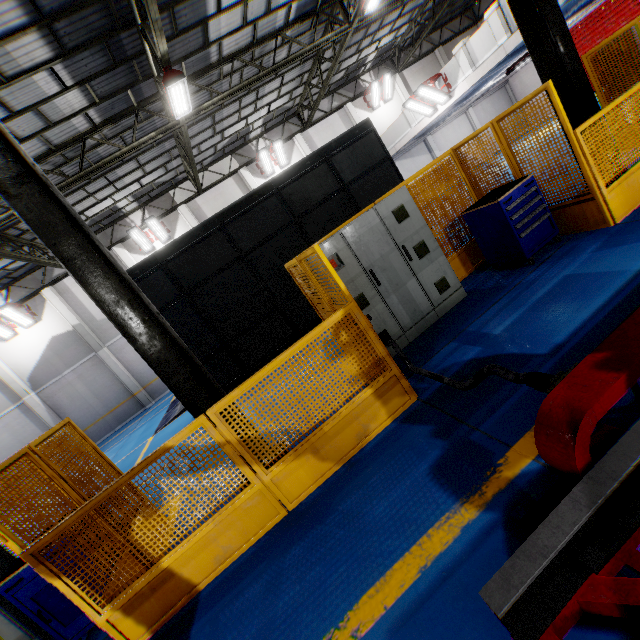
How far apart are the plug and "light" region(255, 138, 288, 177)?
18.8 meters

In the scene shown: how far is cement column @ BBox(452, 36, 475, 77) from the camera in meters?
12.8 m

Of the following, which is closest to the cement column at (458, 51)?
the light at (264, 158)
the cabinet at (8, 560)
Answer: the light at (264, 158)

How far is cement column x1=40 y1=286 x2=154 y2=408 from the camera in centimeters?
1644cm

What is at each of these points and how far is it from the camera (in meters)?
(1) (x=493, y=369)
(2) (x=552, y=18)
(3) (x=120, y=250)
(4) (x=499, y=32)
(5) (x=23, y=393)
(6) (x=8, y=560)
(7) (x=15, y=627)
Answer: (1) cable, 2.78
(2) metal pole, 5.35
(3) cement column, 17.08
(4) cement column, 11.47
(5) cement column, 16.28
(6) cabinet, 4.45
(7) cabinet, 4.07

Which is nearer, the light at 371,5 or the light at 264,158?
the light at 371,5

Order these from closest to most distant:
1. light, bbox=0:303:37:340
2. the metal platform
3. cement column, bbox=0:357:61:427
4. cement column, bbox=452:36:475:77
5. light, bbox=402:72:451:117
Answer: the metal platform → cement column, bbox=452:36:475:77 → light, bbox=402:72:451:117 → light, bbox=0:303:37:340 → cement column, bbox=0:357:61:427

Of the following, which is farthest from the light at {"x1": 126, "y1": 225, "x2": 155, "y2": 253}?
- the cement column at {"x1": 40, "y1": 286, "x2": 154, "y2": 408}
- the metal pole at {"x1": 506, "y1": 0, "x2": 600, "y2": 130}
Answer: the metal pole at {"x1": 506, "y1": 0, "x2": 600, "y2": 130}
